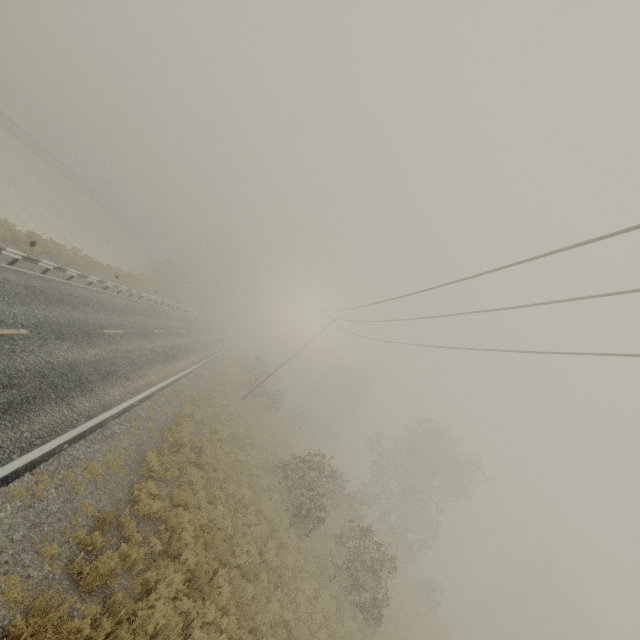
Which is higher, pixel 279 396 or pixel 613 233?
pixel 613 233
